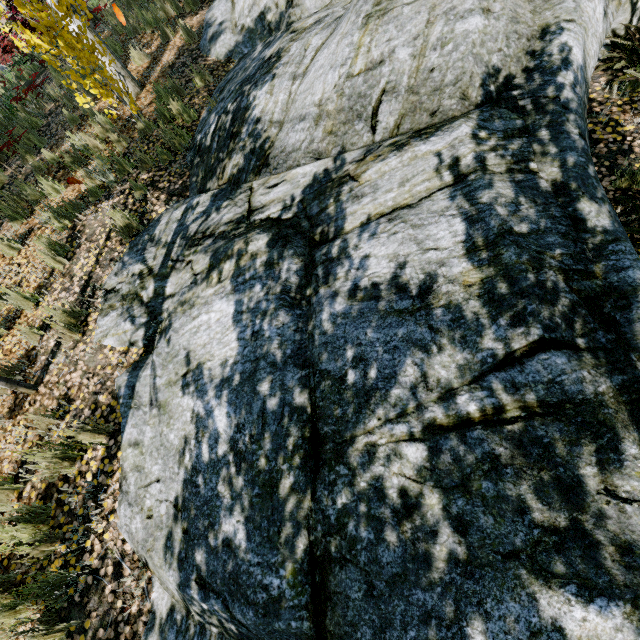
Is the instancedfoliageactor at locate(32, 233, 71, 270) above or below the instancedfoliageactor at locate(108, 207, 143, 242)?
above

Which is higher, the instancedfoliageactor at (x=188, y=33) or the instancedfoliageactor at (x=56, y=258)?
the instancedfoliageactor at (x=188, y=33)

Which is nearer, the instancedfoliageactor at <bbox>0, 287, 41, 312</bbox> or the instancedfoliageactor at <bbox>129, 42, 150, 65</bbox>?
the instancedfoliageactor at <bbox>0, 287, 41, 312</bbox>

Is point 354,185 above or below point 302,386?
above

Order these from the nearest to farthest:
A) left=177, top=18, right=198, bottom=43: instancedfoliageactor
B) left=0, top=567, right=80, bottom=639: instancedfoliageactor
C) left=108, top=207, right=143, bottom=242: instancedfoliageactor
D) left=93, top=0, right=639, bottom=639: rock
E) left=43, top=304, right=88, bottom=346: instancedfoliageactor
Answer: left=93, top=0, right=639, bottom=639: rock → left=0, top=567, right=80, bottom=639: instancedfoliageactor → left=43, top=304, right=88, bottom=346: instancedfoliageactor → left=108, top=207, right=143, bottom=242: instancedfoliageactor → left=177, top=18, right=198, bottom=43: instancedfoliageactor
